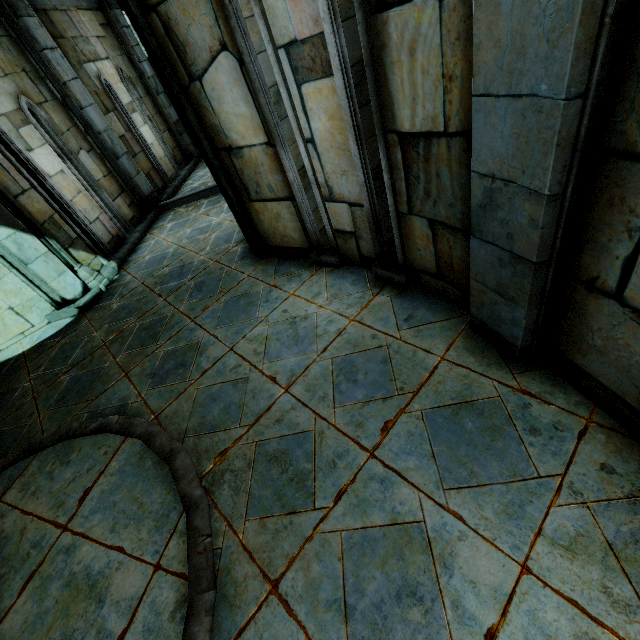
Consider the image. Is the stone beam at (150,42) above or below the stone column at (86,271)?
above

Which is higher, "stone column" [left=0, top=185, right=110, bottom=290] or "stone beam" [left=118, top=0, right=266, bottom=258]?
"stone beam" [left=118, top=0, right=266, bottom=258]

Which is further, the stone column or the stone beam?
the stone column

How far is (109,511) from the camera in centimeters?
249cm

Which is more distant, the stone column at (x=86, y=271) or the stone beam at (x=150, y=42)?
the stone column at (x=86, y=271)
